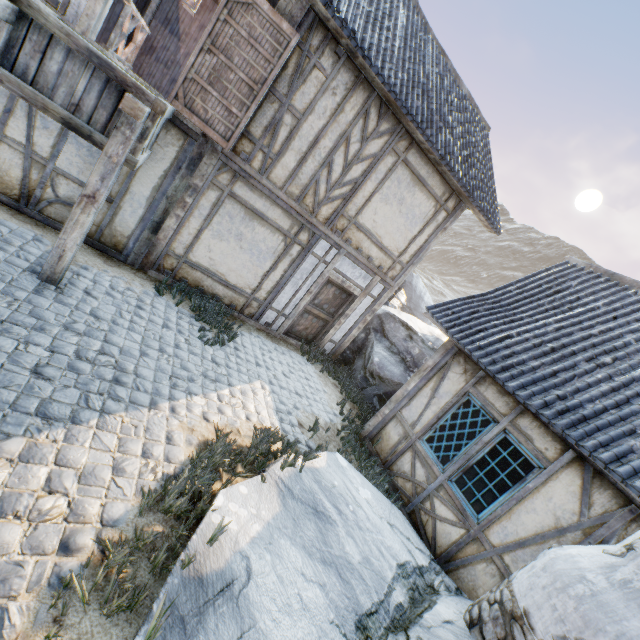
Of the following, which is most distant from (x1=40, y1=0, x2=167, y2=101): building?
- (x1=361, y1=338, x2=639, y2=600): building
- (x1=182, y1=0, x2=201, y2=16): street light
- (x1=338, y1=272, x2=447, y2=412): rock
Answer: (x1=338, y1=272, x2=447, y2=412): rock

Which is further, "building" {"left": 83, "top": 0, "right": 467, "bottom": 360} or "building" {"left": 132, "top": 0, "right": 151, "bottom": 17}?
"building" {"left": 132, "top": 0, "right": 151, "bottom": 17}

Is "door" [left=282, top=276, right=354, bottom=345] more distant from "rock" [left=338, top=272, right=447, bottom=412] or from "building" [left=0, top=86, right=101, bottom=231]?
"rock" [left=338, top=272, right=447, bottom=412]

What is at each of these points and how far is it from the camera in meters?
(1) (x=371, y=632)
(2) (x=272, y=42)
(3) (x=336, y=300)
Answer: (1) rock, 3.1 m
(2) door, 5.3 m
(3) door, 8.9 m

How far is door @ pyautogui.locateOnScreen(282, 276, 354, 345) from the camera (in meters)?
8.58

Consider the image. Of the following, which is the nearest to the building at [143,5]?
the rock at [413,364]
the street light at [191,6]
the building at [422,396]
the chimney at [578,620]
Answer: the street light at [191,6]

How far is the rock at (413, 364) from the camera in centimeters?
905cm

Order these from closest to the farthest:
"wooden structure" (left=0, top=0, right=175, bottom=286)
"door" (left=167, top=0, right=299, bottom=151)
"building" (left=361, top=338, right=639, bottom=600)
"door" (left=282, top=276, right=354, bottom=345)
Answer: "wooden structure" (left=0, top=0, right=175, bottom=286)
"building" (left=361, top=338, right=639, bottom=600)
"door" (left=167, top=0, right=299, bottom=151)
"door" (left=282, top=276, right=354, bottom=345)
